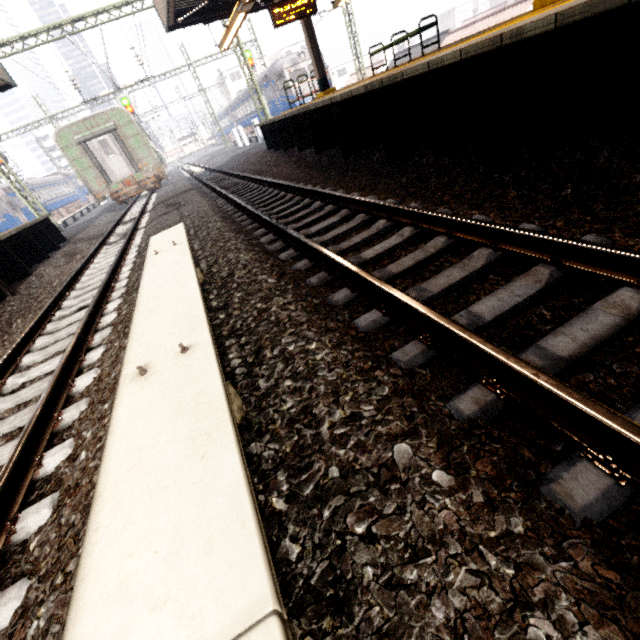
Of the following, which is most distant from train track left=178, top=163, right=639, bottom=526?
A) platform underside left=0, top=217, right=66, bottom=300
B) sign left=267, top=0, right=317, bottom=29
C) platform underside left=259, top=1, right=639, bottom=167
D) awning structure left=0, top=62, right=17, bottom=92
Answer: awning structure left=0, top=62, right=17, bottom=92

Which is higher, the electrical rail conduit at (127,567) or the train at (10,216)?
the train at (10,216)

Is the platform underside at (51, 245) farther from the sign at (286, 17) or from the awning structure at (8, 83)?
the sign at (286, 17)

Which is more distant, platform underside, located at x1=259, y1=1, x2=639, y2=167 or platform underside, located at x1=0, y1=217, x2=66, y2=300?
platform underside, located at x1=0, y1=217, x2=66, y2=300

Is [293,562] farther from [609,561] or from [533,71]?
[533,71]

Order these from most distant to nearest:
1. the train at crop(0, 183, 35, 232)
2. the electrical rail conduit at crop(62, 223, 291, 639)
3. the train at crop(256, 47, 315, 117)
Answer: the train at crop(256, 47, 315, 117) < the train at crop(0, 183, 35, 232) < the electrical rail conduit at crop(62, 223, 291, 639)

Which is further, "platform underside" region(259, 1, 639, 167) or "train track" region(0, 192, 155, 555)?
"platform underside" region(259, 1, 639, 167)

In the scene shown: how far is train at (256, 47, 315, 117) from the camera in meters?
23.6 m
